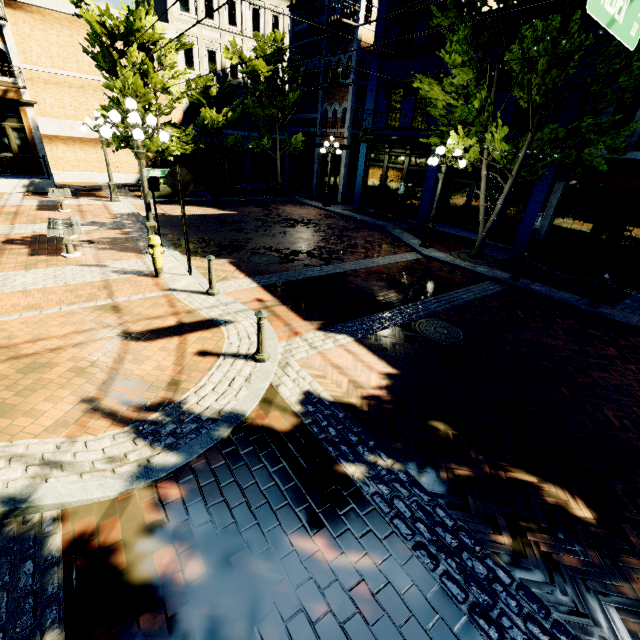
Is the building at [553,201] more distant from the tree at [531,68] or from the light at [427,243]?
the light at [427,243]

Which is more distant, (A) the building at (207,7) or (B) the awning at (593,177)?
(A) the building at (207,7)

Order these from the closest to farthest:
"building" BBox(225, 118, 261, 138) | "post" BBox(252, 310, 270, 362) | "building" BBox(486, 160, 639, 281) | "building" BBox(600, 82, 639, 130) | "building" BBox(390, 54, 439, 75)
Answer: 1. "post" BBox(252, 310, 270, 362)
2. "building" BBox(600, 82, 639, 130)
3. "building" BBox(486, 160, 639, 281)
4. "building" BBox(390, 54, 439, 75)
5. "building" BBox(225, 118, 261, 138)

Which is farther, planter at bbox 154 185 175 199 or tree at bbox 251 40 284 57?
planter at bbox 154 185 175 199

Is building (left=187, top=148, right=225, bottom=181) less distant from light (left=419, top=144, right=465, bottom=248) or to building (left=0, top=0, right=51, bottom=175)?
light (left=419, top=144, right=465, bottom=248)

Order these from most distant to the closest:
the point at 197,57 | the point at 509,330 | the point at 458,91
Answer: the point at 197,57 < the point at 458,91 < the point at 509,330

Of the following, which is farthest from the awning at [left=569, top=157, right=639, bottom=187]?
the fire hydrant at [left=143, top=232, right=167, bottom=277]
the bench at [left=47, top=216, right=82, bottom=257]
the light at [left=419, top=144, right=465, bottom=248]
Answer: the bench at [left=47, top=216, right=82, bottom=257]

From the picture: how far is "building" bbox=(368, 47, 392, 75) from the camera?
15.2 meters
